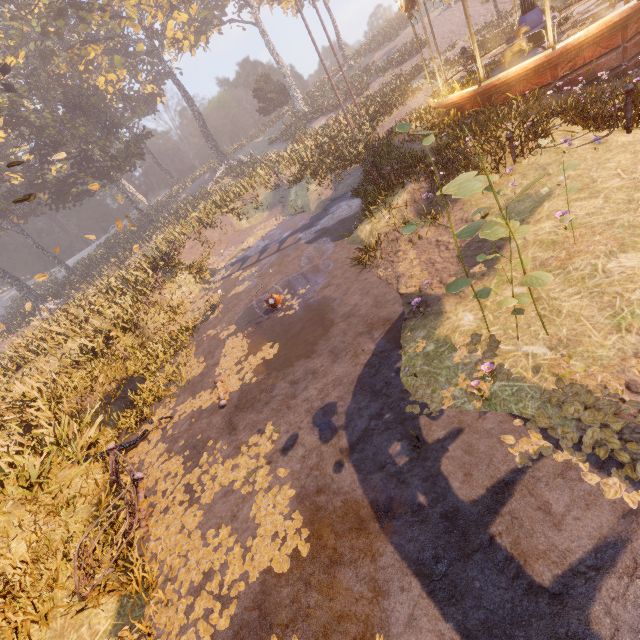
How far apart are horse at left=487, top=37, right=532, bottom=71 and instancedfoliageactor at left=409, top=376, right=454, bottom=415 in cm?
1090

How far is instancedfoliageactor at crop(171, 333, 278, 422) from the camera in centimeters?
809cm

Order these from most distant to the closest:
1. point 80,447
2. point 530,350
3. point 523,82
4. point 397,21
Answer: point 397,21
point 523,82
point 80,447
point 530,350

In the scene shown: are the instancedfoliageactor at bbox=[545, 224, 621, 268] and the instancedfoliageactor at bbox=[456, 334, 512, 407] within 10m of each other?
yes

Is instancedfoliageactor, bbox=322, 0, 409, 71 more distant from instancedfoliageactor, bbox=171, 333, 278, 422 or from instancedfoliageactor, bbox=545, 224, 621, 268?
instancedfoliageactor, bbox=545, 224, 621, 268

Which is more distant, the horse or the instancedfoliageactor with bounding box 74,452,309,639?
the horse

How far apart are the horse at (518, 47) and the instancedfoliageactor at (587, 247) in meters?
8.9

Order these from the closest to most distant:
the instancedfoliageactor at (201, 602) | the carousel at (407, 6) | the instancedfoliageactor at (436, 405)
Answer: the instancedfoliageactor at (201, 602), the instancedfoliageactor at (436, 405), the carousel at (407, 6)
